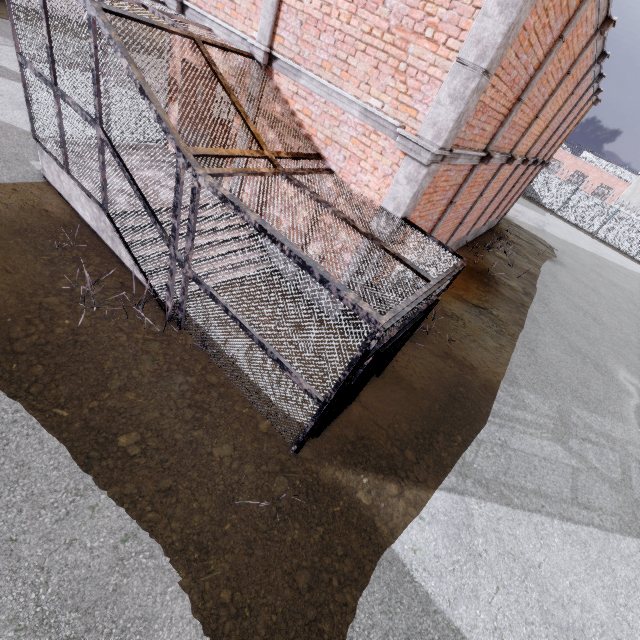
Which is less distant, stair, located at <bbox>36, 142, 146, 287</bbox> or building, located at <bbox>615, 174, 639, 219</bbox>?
stair, located at <bbox>36, 142, 146, 287</bbox>

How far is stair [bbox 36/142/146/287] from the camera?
6.2 meters

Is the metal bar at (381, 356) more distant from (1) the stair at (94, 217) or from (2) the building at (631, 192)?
(2) the building at (631, 192)

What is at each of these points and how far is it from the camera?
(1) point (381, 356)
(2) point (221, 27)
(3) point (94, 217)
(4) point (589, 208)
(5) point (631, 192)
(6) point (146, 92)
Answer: (1) metal bar, 4.43m
(2) trim, 6.50m
(3) stair, 6.49m
(4) fence, 31.53m
(5) building, 34.50m
(6) cage, 4.09m

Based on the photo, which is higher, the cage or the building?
the building

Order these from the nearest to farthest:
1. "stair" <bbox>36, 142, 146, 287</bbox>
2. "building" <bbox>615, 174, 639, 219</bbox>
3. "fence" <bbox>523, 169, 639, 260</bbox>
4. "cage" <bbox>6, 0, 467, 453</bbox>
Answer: "cage" <bbox>6, 0, 467, 453</bbox>, "stair" <bbox>36, 142, 146, 287</bbox>, "fence" <bbox>523, 169, 639, 260</bbox>, "building" <bbox>615, 174, 639, 219</bbox>

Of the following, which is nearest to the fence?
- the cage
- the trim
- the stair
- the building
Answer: the cage

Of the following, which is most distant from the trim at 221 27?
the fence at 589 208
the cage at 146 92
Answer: the fence at 589 208
